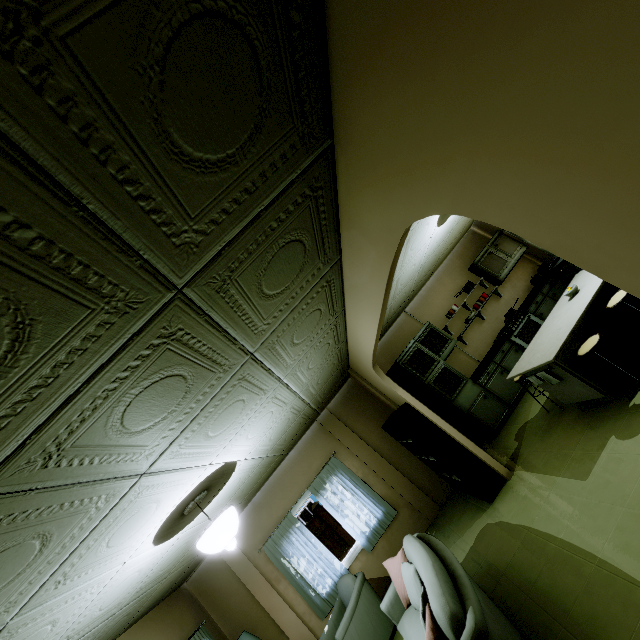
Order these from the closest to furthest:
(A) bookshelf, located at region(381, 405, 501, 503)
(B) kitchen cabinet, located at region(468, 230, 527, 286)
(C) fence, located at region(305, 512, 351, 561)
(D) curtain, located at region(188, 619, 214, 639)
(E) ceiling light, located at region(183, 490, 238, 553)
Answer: (E) ceiling light, located at region(183, 490, 238, 553) → (A) bookshelf, located at region(381, 405, 501, 503) → (D) curtain, located at region(188, 619, 214, 639) → (B) kitchen cabinet, located at region(468, 230, 527, 286) → (C) fence, located at region(305, 512, 351, 561)

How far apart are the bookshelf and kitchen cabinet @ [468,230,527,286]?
3.9 meters

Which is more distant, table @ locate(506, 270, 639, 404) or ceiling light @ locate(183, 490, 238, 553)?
table @ locate(506, 270, 639, 404)

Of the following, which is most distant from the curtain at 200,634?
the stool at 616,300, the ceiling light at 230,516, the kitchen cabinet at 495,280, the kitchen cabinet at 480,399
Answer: the kitchen cabinet at 495,280

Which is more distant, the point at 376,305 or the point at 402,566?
the point at 402,566

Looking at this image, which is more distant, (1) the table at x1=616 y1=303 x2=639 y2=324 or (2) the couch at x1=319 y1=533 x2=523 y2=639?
(1) the table at x1=616 y1=303 x2=639 y2=324

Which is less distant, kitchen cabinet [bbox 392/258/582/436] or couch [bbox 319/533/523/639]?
couch [bbox 319/533/523/639]

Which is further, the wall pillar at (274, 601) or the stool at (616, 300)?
the wall pillar at (274, 601)
